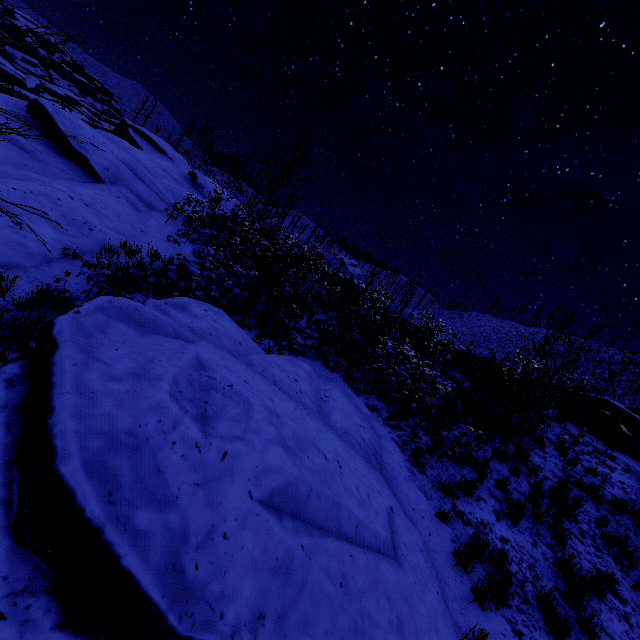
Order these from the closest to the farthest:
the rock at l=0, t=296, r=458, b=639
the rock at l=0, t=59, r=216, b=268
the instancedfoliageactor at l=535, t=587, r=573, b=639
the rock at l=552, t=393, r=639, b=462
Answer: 1. the rock at l=0, t=296, r=458, b=639
2. the instancedfoliageactor at l=535, t=587, r=573, b=639
3. the rock at l=0, t=59, r=216, b=268
4. the rock at l=552, t=393, r=639, b=462

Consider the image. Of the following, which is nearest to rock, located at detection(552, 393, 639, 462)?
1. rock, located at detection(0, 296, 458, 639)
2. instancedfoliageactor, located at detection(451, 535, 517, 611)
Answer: rock, located at detection(0, 296, 458, 639)

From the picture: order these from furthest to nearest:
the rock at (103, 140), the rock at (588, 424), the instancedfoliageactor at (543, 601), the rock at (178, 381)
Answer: the rock at (588, 424) < the rock at (103, 140) < the instancedfoliageactor at (543, 601) < the rock at (178, 381)

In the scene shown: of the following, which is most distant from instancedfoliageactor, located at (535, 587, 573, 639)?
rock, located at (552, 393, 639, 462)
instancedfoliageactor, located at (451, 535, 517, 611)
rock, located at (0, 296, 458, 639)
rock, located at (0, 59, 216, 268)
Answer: rock, located at (0, 59, 216, 268)

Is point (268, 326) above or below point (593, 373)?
below

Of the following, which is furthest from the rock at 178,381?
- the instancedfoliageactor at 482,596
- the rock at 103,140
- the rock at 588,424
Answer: the rock at 588,424

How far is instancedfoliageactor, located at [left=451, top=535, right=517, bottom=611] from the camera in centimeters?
475cm

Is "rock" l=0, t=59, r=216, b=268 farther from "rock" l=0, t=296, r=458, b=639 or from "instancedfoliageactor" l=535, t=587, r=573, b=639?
"instancedfoliageactor" l=535, t=587, r=573, b=639
